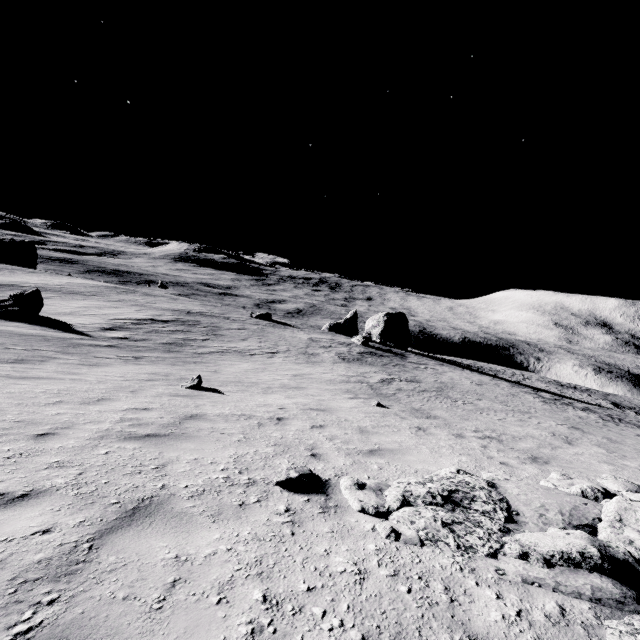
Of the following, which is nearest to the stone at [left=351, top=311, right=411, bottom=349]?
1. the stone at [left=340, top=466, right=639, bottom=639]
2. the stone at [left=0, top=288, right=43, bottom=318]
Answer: the stone at [left=0, top=288, right=43, bottom=318]

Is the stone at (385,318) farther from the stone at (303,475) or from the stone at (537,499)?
the stone at (303,475)

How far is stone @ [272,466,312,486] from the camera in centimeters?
413cm

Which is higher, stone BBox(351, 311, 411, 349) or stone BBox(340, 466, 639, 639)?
stone BBox(340, 466, 639, 639)

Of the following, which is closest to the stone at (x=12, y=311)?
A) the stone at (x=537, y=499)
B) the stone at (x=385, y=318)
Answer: the stone at (x=537, y=499)

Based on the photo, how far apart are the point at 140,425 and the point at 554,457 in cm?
950

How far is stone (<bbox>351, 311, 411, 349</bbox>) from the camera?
48.7m

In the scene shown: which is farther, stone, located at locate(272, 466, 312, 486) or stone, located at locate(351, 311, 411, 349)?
stone, located at locate(351, 311, 411, 349)
